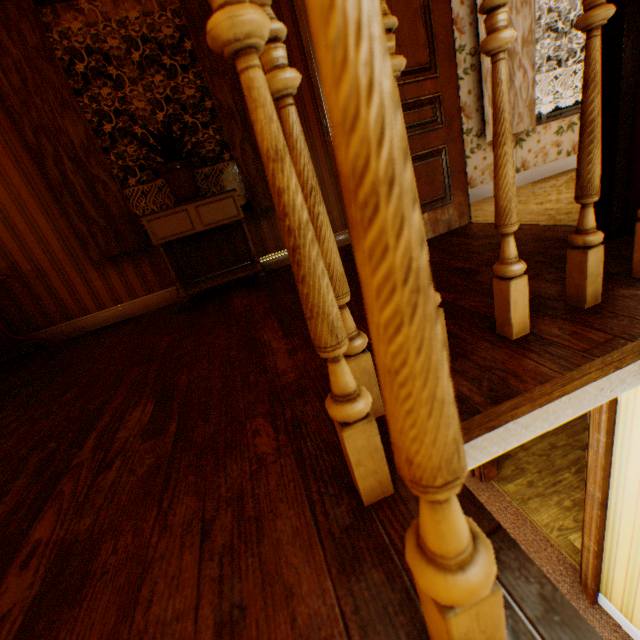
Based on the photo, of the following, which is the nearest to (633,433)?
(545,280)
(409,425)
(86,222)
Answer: (545,280)

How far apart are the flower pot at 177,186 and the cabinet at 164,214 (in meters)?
0.02

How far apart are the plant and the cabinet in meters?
0.3

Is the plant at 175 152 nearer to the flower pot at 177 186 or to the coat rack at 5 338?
the flower pot at 177 186

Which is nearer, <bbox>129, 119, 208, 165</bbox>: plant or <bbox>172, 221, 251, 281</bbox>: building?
<bbox>129, 119, 208, 165</bbox>: plant

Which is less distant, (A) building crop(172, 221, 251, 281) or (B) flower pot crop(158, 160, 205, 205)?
(B) flower pot crop(158, 160, 205, 205)

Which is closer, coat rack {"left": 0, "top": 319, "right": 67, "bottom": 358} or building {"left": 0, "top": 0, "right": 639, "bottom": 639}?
building {"left": 0, "top": 0, "right": 639, "bottom": 639}

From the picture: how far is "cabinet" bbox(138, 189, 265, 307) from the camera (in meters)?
2.63
